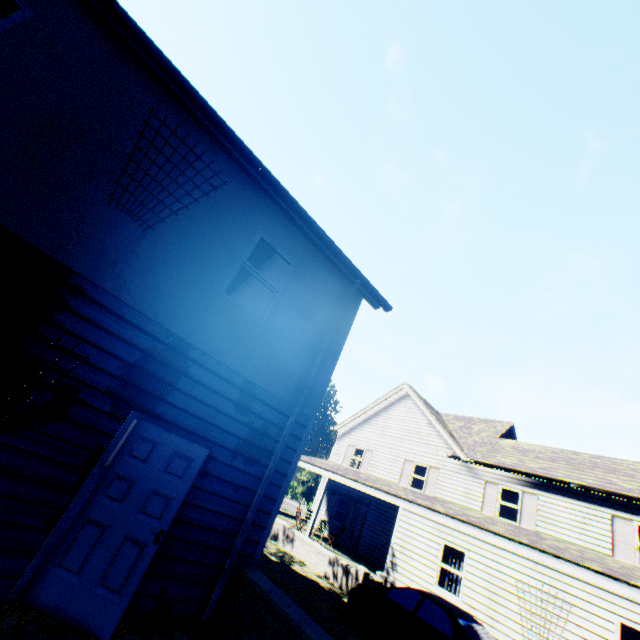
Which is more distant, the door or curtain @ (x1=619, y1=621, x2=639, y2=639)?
curtain @ (x1=619, y1=621, x2=639, y2=639)

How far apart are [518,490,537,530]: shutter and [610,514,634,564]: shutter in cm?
256

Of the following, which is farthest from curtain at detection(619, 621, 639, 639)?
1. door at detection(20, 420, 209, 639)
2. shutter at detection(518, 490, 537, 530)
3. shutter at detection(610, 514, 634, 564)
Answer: door at detection(20, 420, 209, 639)

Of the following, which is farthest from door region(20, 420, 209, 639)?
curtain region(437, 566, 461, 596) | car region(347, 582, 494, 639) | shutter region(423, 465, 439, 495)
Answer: shutter region(423, 465, 439, 495)

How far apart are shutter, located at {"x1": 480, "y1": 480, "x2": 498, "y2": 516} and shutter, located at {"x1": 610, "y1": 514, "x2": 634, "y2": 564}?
4.3m

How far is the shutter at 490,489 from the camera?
16.2m

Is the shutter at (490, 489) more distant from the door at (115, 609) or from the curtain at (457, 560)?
the door at (115, 609)

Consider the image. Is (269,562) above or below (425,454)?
below
